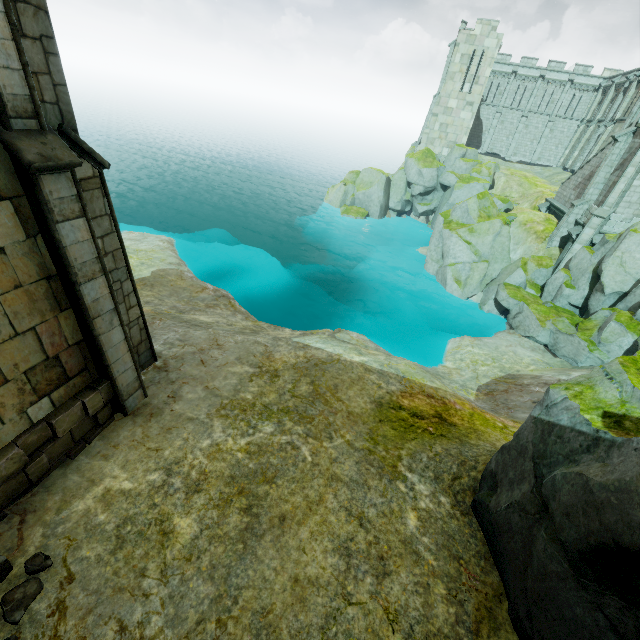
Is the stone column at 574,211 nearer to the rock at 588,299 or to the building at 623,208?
the building at 623,208

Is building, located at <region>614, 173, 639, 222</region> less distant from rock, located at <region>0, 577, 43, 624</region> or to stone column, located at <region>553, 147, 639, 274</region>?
stone column, located at <region>553, 147, 639, 274</region>

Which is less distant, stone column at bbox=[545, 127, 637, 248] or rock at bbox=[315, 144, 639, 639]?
rock at bbox=[315, 144, 639, 639]

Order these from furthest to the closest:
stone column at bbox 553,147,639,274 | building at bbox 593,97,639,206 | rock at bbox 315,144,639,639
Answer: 1. building at bbox 593,97,639,206
2. stone column at bbox 553,147,639,274
3. rock at bbox 315,144,639,639

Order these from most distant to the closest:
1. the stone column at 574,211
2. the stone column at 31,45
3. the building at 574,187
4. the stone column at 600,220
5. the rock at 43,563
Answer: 1. the building at 574,187
2. the stone column at 574,211
3. the stone column at 600,220
4. the rock at 43,563
5. the stone column at 31,45

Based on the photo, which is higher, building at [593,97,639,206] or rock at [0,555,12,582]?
building at [593,97,639,206]

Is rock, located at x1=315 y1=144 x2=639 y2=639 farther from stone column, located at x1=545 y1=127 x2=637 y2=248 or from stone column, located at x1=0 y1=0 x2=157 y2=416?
stone column, located at x1=0 y1=0 x2=157 y2=416

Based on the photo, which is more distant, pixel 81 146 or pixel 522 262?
pixel 522 262
